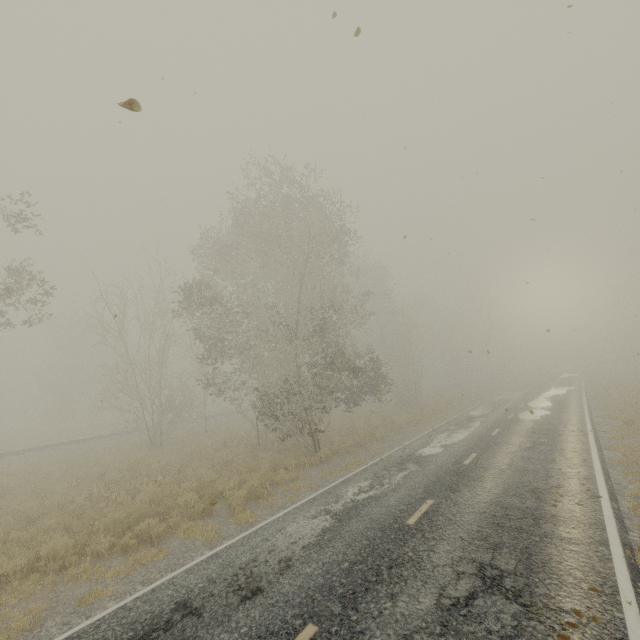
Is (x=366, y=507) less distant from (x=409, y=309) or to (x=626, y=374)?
(x=626, y=374)

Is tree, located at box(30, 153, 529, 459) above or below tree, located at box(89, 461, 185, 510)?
above

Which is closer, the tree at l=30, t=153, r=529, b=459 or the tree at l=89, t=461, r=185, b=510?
the tree at l=89, t=461, r=185, b=510

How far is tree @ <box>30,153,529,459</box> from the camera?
16.53m

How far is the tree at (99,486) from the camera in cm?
1180

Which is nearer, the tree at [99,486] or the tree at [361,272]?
the tree at [99,486]
